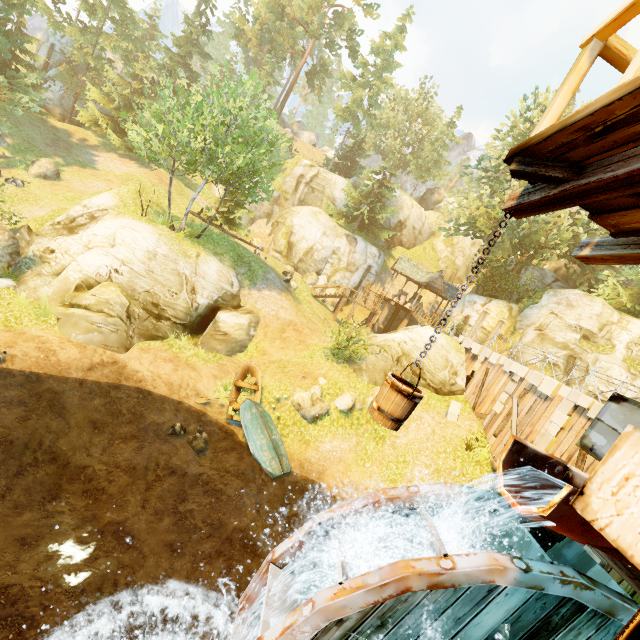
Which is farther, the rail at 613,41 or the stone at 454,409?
the stone at 454,409

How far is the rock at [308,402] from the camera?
15.5 meters

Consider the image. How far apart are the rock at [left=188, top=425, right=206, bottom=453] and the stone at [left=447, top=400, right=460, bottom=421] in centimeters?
1168cm

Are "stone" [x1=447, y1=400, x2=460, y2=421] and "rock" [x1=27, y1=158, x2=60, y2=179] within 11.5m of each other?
no

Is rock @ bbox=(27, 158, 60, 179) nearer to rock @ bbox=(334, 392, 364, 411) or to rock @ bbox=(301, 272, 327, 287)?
rock @ bbox=(301, 272, 327, 287)

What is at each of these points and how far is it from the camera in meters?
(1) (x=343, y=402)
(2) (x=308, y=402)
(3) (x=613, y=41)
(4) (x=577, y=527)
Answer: (1) rock, 16.1 m
(2) rock, 15.5 m
(3) rail, 2.4 m
(4) drain, 3.6 m

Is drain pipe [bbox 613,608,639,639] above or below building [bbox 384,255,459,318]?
below

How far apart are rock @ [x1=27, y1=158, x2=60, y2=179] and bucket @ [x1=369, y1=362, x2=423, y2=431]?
31.3 meters
